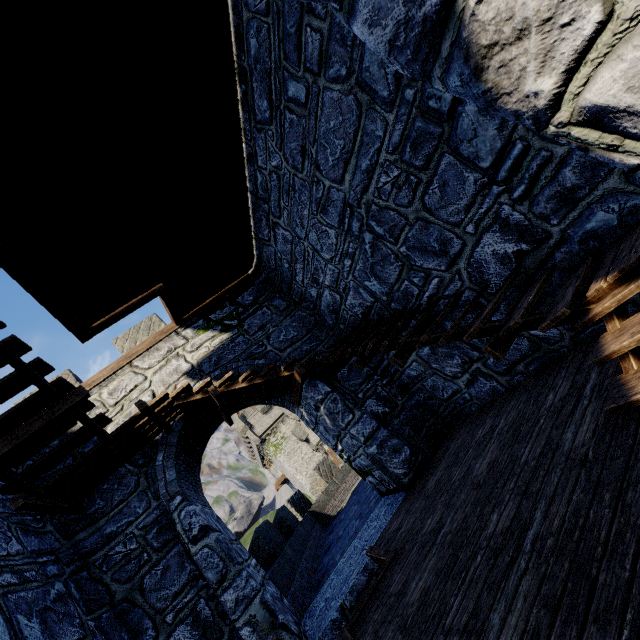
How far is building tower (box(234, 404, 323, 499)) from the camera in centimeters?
3825cm

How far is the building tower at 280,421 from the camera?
38.2m

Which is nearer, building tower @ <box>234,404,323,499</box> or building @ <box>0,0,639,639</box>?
building @ <box>0,0,639,639</box>

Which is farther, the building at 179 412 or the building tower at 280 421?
the building tower at 280 421

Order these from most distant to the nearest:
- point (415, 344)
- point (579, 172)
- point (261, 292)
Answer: point (261, 292), point (415, 344), point (579, 172)
